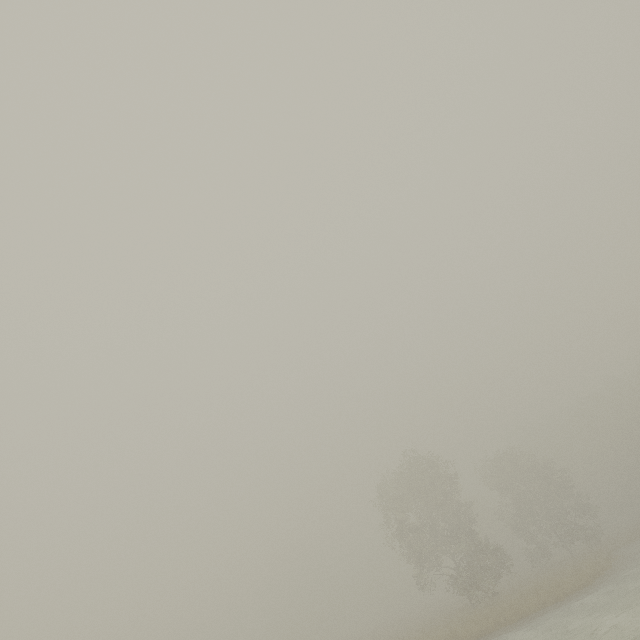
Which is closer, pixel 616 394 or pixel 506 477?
pixel 506 477
